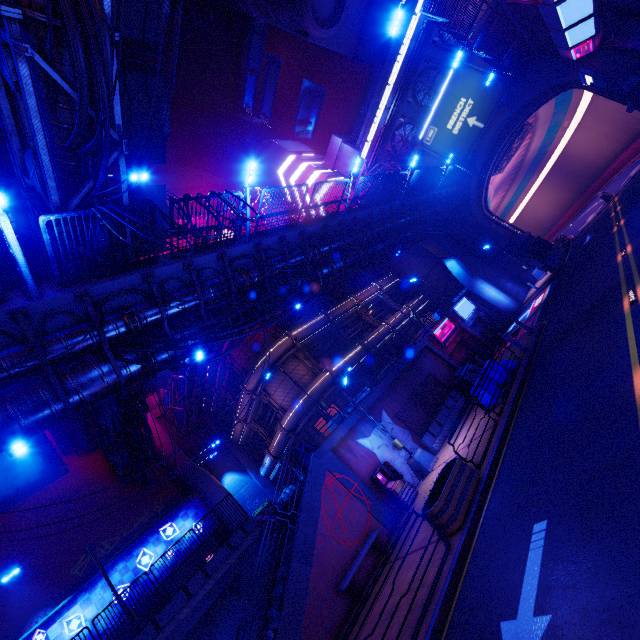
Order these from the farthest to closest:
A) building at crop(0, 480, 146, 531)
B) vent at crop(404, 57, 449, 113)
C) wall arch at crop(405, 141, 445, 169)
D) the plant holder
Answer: wall arch at crop(405, 141, 445, 169) < vent at crop(404, 57, 449, 113) < building at crop(0, 480, 146, 531) < the plant holder

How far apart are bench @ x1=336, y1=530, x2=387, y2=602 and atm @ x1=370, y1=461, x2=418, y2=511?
1.7 meters

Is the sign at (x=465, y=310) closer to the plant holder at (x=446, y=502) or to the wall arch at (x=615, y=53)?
the wall arch at (x=615, y=53)

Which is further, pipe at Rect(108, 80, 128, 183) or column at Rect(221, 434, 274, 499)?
column at Rect(221, 434, 274, 499)

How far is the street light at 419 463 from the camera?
15.6 meters

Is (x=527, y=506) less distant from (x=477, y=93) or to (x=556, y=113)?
(x=477, y=93)

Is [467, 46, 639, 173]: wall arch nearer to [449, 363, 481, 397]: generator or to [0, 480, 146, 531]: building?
[449, 363, 481, 397]: generator

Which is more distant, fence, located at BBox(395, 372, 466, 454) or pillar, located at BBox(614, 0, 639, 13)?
pillar, located at BBox(614, 0, 639, 13)
